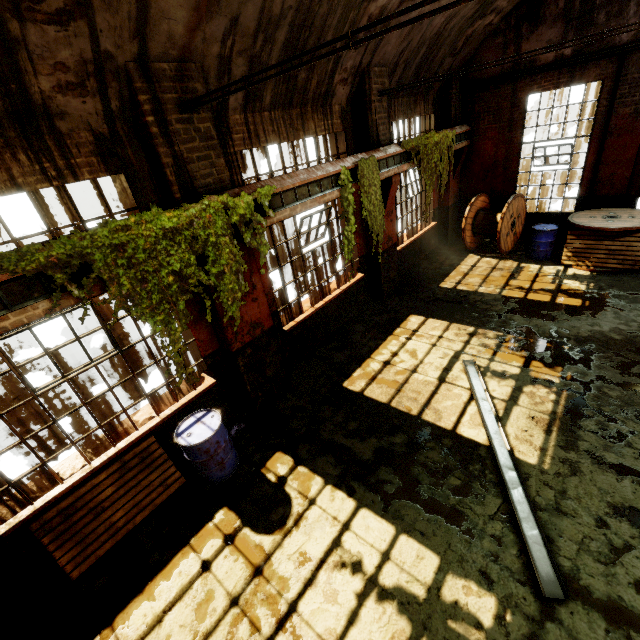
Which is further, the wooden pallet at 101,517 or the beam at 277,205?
the beam at 277,205

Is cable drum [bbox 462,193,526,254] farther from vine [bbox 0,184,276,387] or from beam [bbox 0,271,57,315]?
beam [bbox 0,271,57,315]

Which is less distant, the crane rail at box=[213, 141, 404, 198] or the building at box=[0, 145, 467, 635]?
the building at box=[0, 145, 467, 635]

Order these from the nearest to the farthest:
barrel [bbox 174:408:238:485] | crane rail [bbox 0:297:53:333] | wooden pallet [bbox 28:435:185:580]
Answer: crane rail [bbox 0:297:53:333]
wooden pallet [bbox 28:435:185:580]
barrel [bbox 174:408:238:485]

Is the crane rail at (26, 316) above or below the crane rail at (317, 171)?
below

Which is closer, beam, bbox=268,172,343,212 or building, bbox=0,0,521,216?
building, bbox=0,0,521,216

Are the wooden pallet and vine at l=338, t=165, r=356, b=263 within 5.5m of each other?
yes

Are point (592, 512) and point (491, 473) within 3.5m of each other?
yes
